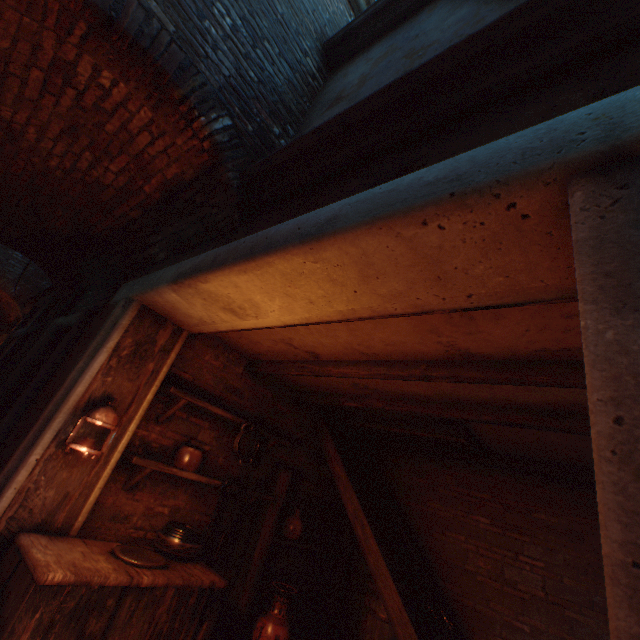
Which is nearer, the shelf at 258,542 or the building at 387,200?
the building at 387,200

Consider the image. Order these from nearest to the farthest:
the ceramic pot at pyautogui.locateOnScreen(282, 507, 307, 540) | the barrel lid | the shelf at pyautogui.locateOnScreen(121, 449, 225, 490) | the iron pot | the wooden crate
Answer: the wooden crate < the barrel lid < the shelf at pyautogui.locateOnScreen(121, 449, 225, 490) < the iron pot < the ceramic pot at pyautogui.locateOnScreen(282, 507, 307, 540)

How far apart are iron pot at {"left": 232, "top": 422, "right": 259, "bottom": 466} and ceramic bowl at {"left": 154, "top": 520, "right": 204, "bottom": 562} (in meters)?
Answer: 0.77

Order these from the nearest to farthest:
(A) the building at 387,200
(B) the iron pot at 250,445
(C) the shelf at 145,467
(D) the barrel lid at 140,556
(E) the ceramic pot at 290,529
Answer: (A) the building at 387,200 → (D) the barrel lid at 140,556 → (C) the shelf at 145,467 → (B) the iron pot at 250,445 → (E) the ceramic pot at 290,529

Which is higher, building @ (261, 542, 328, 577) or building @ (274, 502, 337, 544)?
building @ (274, 502, 337, 544)

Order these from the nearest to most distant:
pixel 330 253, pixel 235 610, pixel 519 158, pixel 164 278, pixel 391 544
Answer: pixel 519 158 < pixel 330 253 < pixel 164 278 < pixel 235 610 < pixel 391 544

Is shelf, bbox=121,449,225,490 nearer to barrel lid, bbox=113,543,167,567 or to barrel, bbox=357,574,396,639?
barrel lid, bbox=113,543,167,567

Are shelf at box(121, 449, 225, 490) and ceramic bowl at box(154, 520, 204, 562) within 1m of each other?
yes
